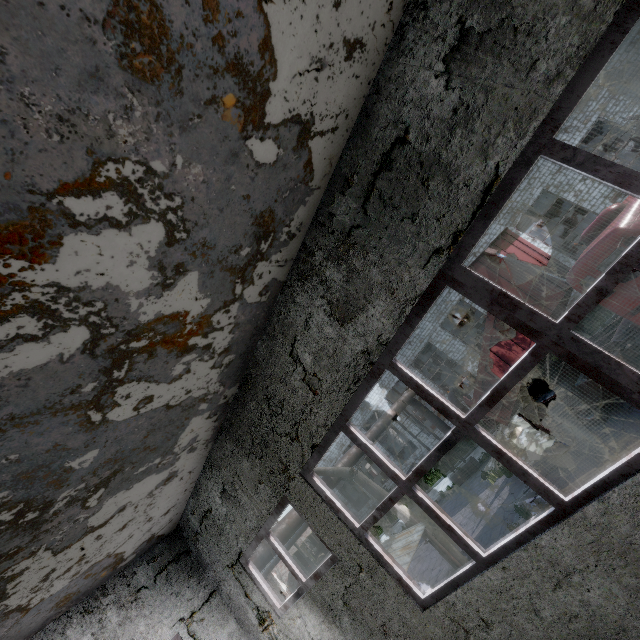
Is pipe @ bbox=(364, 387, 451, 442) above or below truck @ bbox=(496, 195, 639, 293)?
above

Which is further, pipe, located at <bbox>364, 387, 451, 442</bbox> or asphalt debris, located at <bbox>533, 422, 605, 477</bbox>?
pipe, located at <bbox>364, 387, 451, 442</bbox>

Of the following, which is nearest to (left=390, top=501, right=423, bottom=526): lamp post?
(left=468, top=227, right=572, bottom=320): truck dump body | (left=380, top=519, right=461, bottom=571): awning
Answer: (left=380, top=519, right=461, bottom=571): awning

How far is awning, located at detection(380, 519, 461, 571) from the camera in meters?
5.5 m

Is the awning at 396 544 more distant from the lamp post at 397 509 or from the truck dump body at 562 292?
the truck dump body at 562 292

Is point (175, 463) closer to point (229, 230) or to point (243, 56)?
point (229, 230)

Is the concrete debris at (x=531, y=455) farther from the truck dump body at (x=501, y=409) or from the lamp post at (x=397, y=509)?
the lamp post at (x=397, y=509)
